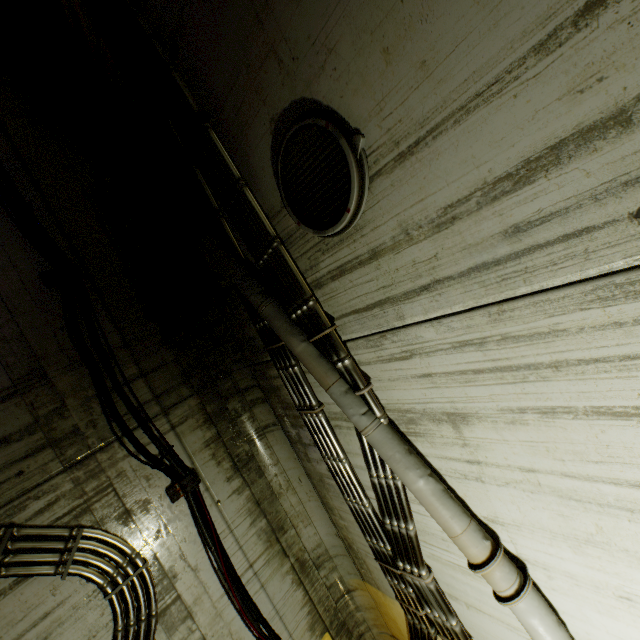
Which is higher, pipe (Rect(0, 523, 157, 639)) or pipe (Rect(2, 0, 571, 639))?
pipe (Rect(2, 0, 571, 639))

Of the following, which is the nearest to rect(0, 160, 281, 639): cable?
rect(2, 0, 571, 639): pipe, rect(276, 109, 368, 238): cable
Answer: rect(2, 0, 571, 639): pipe

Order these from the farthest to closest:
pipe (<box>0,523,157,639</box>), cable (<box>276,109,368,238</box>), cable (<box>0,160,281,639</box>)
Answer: cable (<box>0,160,281,639</box>)
pipe (<box>0,523,157,639</box>)
cable (<box>276,109,368,238</box>)

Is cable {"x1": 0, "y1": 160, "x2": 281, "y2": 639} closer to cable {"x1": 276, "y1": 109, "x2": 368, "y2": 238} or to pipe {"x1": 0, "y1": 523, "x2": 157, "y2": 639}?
pipe {"x1": 0, "y1": 523, "x2": 157, "y2": 639}

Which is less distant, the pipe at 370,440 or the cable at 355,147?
the cable at 355,147

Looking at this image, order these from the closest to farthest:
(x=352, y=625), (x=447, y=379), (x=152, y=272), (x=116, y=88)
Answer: (x=447, y=379)
(x=116, y=88)
(x=152, y=272)
(x=352, y=625)

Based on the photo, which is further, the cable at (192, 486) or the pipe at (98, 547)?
the cable at (192, 486)
